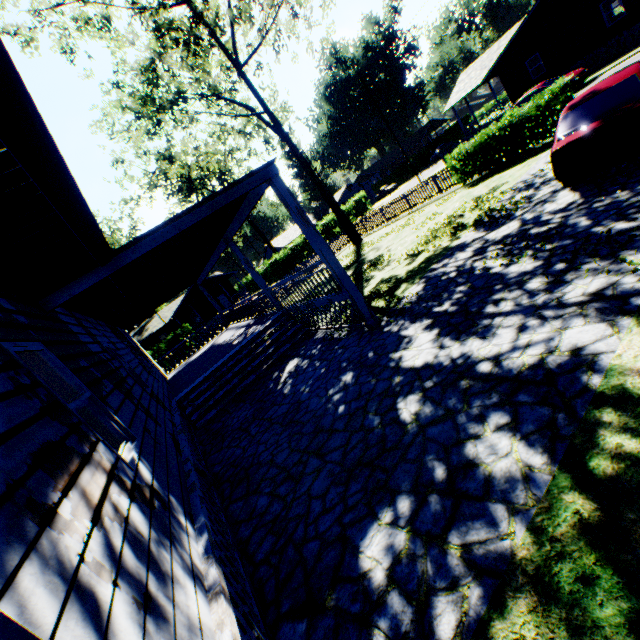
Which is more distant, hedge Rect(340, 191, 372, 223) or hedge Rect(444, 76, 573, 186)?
hedge Rect(340, 191, 372, 223)

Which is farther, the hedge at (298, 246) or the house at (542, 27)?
the hedge at (298, 246)

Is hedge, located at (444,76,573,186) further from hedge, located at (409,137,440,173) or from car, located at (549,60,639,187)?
hedge, located at (409,137,440,173)

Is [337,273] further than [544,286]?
Yes

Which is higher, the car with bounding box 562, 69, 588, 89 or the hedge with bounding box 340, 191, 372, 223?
the hedge with bounding box 340, 191, 372, 223

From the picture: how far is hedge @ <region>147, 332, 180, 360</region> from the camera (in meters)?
34.72

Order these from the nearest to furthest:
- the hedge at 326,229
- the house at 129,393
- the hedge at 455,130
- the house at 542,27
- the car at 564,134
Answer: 1. the house at 129,393
2. the car at 564,134
3. the house at 542,27
4. the hedge at 326,229
5. the hedge at 455,130

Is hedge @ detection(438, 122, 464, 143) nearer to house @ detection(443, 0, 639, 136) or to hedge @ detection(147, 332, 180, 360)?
house @ detection(443, 0, 639, 136)
